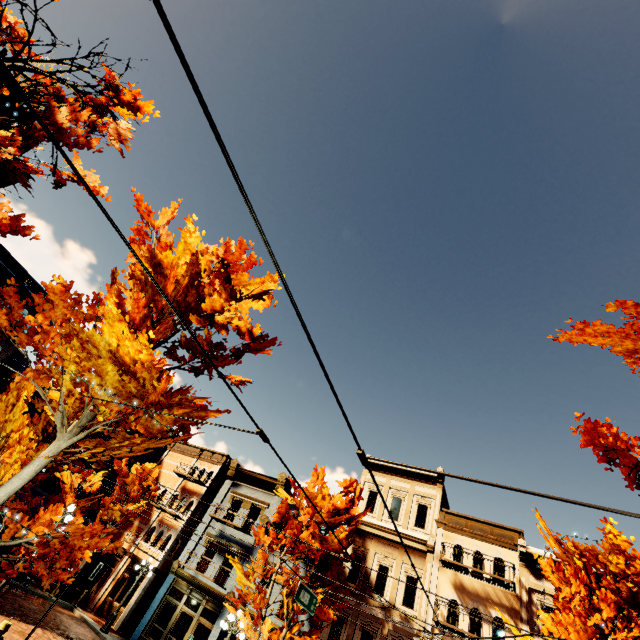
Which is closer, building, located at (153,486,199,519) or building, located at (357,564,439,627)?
building, located at (357,564,439,627)

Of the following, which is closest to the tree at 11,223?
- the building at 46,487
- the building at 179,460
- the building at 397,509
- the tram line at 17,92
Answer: the building at 397,509

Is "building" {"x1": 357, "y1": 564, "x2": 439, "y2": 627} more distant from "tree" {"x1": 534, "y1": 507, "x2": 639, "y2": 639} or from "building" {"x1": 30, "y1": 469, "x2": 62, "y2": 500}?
"building" {"x1": 30, "y1": 469, "x2": 62, "y2": 500}

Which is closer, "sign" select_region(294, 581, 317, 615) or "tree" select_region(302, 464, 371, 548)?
"sign" select_region(294, 581, 317, 615)

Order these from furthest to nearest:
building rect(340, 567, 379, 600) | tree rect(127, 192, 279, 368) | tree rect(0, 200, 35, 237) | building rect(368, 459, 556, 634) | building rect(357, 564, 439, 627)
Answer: building rect(340, 567, 379, 600), building rect(357, 564, 439, 627), building rect(368, 459, 556, 634), tree rect(127, 192, 279, 368), tree rect(0, 200, 35, 237)

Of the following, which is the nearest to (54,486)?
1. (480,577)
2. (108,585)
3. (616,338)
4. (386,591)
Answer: (108,585)

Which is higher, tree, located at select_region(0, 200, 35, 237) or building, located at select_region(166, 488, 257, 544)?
building, located at select_region(166, 488, 257, 544)

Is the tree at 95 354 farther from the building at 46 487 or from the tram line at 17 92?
the building at 46 487
